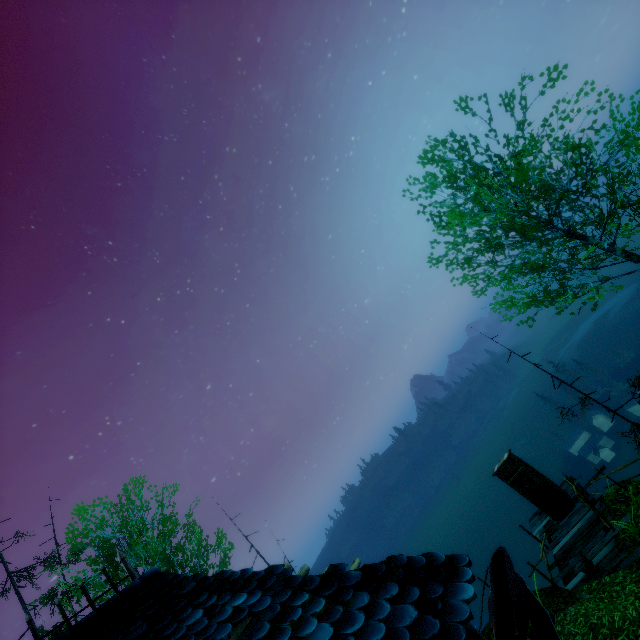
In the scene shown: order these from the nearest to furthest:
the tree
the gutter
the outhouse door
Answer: the gutter, the outhouse door, the tree

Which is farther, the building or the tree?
the tree

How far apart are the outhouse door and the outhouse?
0.02m

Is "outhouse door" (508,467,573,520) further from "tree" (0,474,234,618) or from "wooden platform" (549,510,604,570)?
"tree" (0,474,234,618)

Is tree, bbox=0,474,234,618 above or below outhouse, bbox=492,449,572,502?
above

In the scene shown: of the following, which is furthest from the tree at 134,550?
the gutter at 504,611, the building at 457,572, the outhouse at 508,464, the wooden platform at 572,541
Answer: the gutter at 504,611

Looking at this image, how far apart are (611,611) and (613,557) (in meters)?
2.64

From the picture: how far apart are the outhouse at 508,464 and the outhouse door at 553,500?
0.02m
